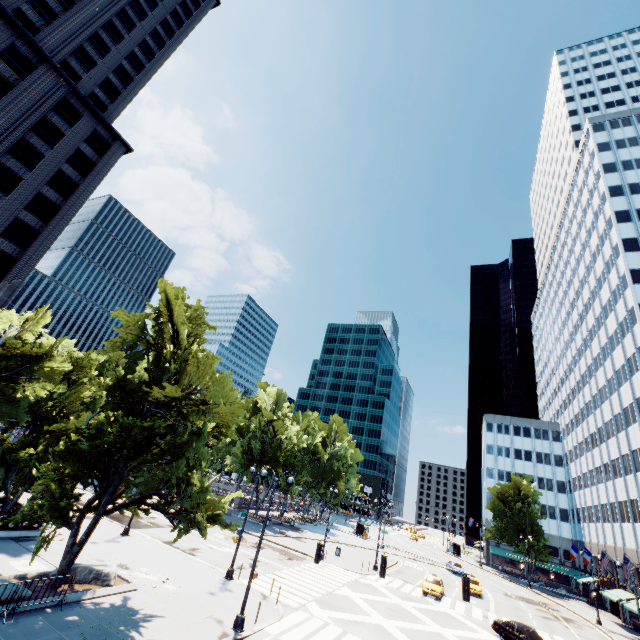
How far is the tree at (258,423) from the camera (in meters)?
50.35

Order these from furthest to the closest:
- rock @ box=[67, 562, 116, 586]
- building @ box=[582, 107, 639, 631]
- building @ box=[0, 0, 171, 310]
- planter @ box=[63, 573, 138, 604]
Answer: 1. building @ box=[582, 107, 639, 631]
2. building @ box=[0, 0, 171, 310]
3. rock @ box=[67, 562, 116, 586]
4. planter @ box=[63, 573, 138, 604]

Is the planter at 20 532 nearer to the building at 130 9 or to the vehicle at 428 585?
the building at 130 9

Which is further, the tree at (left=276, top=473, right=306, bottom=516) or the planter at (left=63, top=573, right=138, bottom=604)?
the tree at (left=276, top=473, right=306, bottom=516)

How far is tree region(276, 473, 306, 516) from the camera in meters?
53.8 m

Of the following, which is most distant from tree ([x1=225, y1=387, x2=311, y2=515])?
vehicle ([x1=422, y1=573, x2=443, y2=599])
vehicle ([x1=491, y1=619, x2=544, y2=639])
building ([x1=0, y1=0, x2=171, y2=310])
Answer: vehicle ([x1=491, y1=619, x2=544, y2=639])

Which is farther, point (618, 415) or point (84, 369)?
point (618, 415)

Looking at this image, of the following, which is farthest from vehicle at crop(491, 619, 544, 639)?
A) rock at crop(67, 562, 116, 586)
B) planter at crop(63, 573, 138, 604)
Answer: rock at crop(67, 562, 116, 586)
